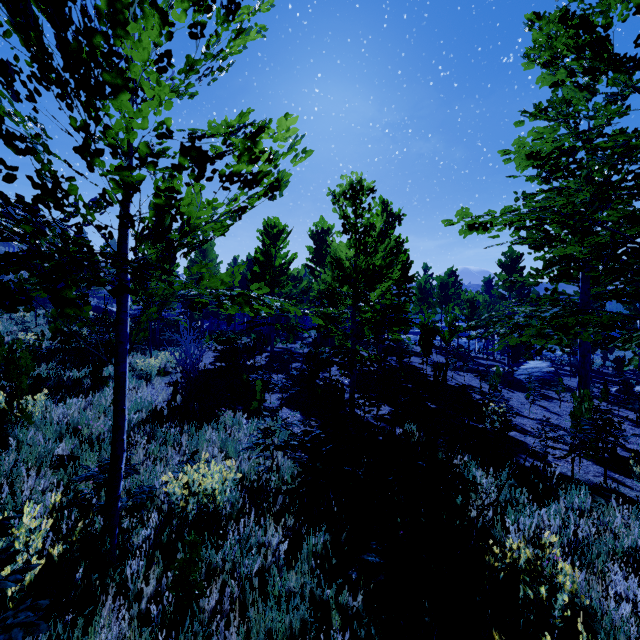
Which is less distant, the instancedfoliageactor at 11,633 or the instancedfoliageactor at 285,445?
the instancedfoliageactor at 11,633

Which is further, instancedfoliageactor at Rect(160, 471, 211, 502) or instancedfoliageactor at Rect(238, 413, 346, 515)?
instancedfoliageactor at Rect(238, 413, 346, 515)

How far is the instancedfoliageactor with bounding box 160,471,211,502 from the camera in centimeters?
349cm

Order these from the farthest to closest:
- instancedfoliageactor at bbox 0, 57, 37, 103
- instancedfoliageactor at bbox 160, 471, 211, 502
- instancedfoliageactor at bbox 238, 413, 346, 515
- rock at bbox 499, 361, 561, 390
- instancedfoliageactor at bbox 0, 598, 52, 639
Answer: rock at bbox 499, 361, 561, 390 < instancedfoliageactor at bbox 238, 413, 346, 515 < instancedfoliageactor at bbox 160, 471, 211, 502 < instancedfoliageactor at bbox 0, 57, 37, 103 < instancedfoliageactor at bbox 0, 598, 52, 639

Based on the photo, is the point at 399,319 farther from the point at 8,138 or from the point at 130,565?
the point at 8,138

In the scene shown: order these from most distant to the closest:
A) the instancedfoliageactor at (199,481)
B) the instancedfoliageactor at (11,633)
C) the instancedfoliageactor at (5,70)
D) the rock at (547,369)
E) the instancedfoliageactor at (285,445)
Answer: the rock at (547,369)
the instancedfoliageactor at (285,445)
the instancedfoliageactor at (199,481)
the instancedfoliageactor at (5,70)
the instancedfoliageactor at (11,633)
